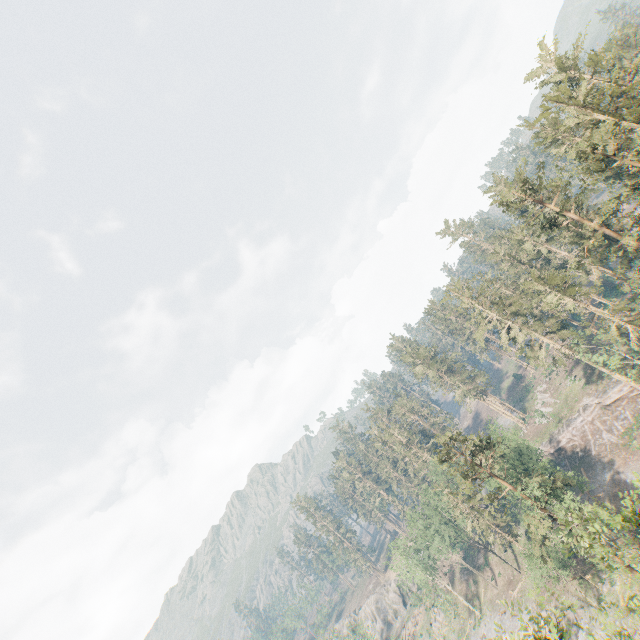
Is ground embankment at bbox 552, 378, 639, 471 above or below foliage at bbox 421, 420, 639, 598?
below

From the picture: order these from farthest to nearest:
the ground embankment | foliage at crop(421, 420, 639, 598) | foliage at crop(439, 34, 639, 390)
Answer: the ground embankment
foliage at crop(439, 34, 639, 390)
foliage at crop(421, 420, 639, 598)

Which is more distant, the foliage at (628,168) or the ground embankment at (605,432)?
the ground embankment at (605,432)

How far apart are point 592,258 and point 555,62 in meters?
30.9 m

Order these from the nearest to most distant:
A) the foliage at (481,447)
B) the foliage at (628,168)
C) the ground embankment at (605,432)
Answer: the foliage at (481,447) → the foliage at (628,168) → the ground embankment at (605,432)

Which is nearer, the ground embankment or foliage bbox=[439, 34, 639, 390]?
foliage bbox=[439, 34, 639, 390]
